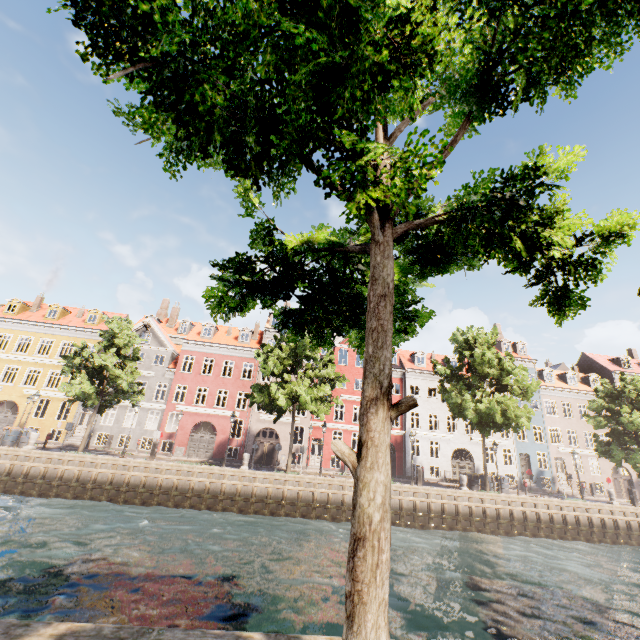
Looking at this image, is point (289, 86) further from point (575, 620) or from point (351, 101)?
point (575, 620)

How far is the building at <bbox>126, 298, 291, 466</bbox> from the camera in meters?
30.3 m

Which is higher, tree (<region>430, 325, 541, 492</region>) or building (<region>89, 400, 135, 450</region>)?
tree (<region>430, 325, 541, 492</region>)

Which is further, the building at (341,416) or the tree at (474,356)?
the building at (341,416)

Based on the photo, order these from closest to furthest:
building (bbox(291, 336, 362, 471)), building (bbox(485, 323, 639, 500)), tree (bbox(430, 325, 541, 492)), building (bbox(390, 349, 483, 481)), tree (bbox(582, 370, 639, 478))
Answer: tree (bbox(430, 325, 541, 492)), tree (bbox(582, 370, 639, 478)), building (bbox(291, 336, 362, 471)), building (bbox(390, 349, 483, 481)), building (bbox(485, 323, 639, 500))

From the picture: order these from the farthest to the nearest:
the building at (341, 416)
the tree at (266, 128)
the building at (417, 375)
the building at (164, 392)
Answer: the building at (417, 375)
the building at (341, 416)
the building at (164, 392)
the tree at (266, 128)

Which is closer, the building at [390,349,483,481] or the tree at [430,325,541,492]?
the tree at [430,325,541,492]
